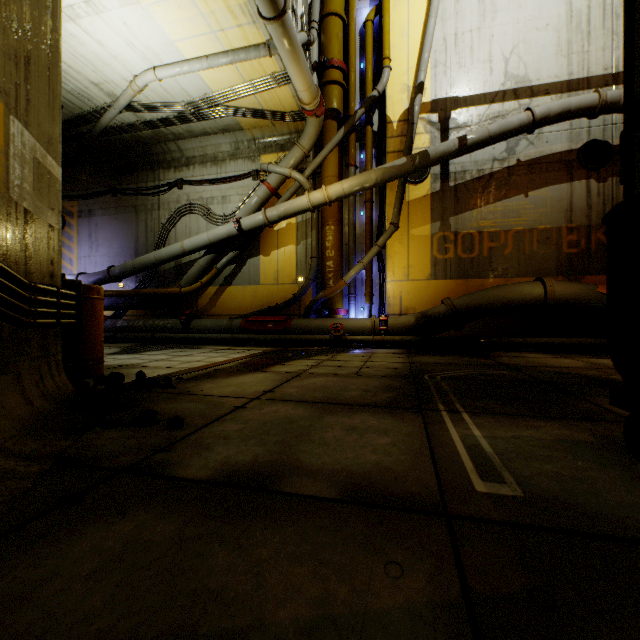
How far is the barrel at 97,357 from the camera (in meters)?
3.89

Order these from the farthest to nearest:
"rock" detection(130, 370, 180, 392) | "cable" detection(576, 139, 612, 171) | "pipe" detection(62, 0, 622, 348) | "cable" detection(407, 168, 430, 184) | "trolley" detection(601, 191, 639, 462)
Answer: "cable" detection(407, 168, 430, 184) → "cable" detection(576, 139, 612, 171) → "pipe" detection(62, 0, 622, 348) → "rock" detection(130, 370, 180, 392) → "trolley" detection(601, 191, 639, 462)

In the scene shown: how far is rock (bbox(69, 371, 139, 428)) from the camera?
2.25m

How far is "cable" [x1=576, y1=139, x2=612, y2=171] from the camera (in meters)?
8.61

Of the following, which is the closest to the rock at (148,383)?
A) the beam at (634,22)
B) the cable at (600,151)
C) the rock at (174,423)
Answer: the rock at (174,423)

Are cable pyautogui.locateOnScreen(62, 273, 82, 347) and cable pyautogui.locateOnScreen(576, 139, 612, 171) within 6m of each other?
no

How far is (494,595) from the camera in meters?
0.9 m

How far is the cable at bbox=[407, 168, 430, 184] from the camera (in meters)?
9.73
